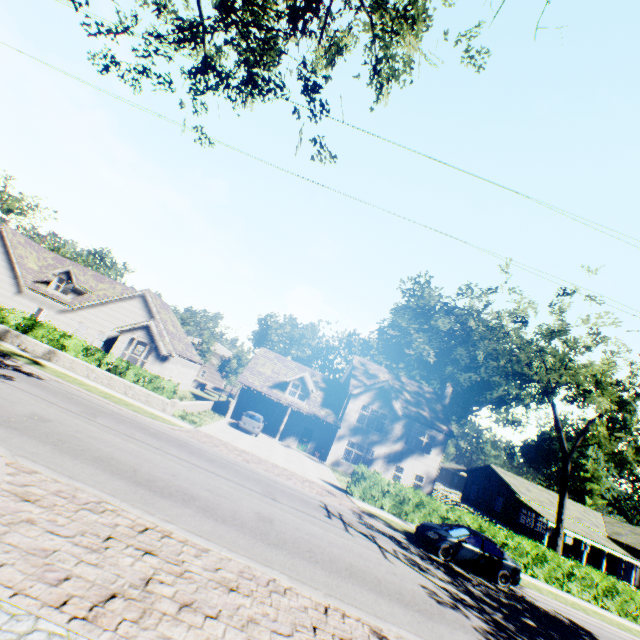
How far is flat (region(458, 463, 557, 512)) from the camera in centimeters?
3488cm

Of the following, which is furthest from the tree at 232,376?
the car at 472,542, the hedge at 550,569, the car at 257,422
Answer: the car at 257,422

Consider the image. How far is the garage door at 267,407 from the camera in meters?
31.8 m

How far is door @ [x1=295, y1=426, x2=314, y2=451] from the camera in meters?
30.4 m

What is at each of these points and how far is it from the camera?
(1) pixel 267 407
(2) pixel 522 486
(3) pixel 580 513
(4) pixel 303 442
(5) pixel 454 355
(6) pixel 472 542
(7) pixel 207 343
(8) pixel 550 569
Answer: (1) garage door, 32.12m
(2) flat, 37.53m
(3) flat, 37.22m
(4) door, 30.56m
(5) plant, 56.84m
(6) car, 15.32m
(7) tree, 57.72m
(8) hedge, 19.52m

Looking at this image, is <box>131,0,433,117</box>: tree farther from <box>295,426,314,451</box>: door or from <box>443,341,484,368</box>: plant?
<box>295,426,314,451</box>: door

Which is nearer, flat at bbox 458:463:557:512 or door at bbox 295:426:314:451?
door at bbox 295:426:314:451

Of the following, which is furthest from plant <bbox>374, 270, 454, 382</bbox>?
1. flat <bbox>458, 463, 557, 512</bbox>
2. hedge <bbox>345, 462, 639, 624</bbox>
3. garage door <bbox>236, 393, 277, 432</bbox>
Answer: hedge <bbox>345, 462, 639, 624</bbox>
